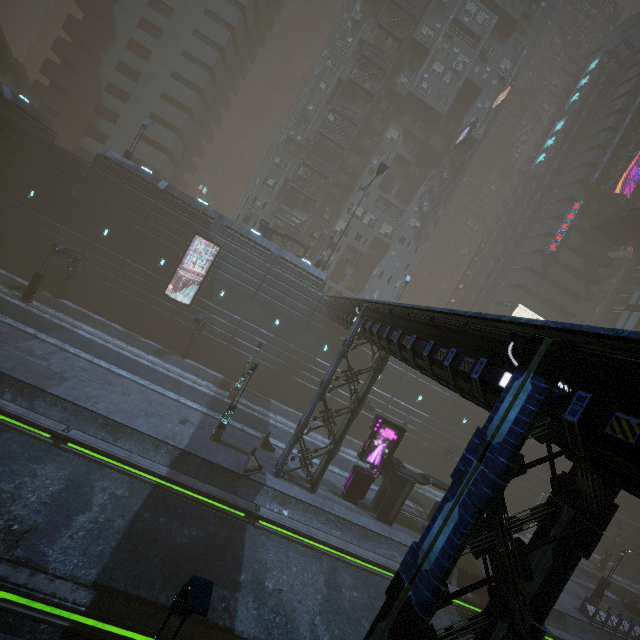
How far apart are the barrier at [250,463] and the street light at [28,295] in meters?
21.2

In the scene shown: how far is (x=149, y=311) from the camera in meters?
30.4

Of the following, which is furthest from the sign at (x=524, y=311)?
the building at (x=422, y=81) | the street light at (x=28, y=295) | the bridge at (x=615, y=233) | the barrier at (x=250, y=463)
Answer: the street light at (x=28, y=295)

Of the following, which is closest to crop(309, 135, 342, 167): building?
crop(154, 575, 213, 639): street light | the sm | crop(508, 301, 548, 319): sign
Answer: crop(508, 301, 548, 319): sign

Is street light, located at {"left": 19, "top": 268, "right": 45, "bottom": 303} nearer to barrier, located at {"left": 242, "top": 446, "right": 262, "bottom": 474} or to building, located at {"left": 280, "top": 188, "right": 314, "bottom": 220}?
building, located at {"left": 280, "top": 188, "right": 314, "bottom": 220}

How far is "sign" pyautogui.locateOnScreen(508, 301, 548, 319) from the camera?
47.94m

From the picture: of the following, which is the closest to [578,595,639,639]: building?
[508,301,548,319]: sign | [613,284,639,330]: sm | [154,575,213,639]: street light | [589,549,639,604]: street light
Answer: [508,301,548,319]: sign

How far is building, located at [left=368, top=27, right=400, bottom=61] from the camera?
43.06m
